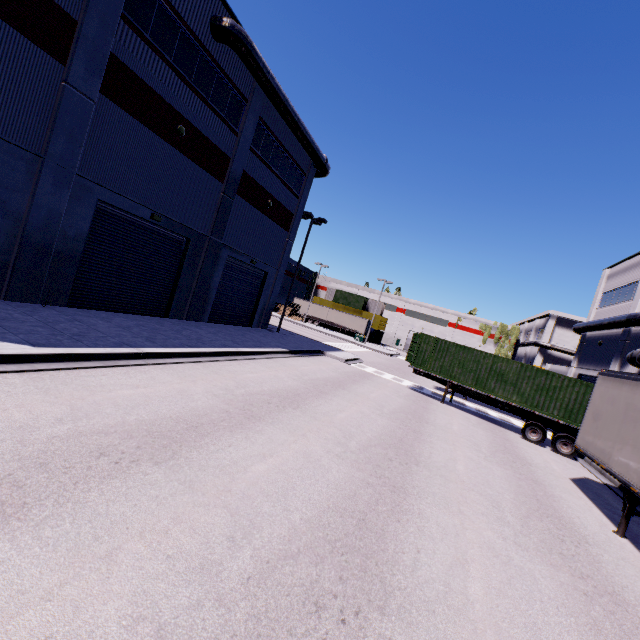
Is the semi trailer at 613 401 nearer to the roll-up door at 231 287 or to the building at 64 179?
the building at 64 179

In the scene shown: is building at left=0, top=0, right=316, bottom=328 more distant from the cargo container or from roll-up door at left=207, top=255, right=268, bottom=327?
the cargo container

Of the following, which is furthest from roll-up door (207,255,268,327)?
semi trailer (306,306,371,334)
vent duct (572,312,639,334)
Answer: vent duct (572,312,639,334)

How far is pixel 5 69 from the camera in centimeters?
927cm

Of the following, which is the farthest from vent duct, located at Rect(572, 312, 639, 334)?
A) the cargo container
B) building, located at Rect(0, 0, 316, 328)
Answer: the cargo container

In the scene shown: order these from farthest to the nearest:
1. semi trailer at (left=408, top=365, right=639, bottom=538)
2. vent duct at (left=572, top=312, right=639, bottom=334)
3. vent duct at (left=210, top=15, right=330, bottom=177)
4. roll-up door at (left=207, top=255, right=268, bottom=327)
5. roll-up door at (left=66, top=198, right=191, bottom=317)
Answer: vent duct at (left=572, top=312, right=639, bottom=334) → roll-up door at (left=207, top=255, right=268, bottom=327) → vent duct at (left=210, top=15, right=330, bottom=177) → roll-up door at (left=66, top=198, right=191, bottom=317) → semi trailer at (left=408, top=365, right=639, bottom=538)

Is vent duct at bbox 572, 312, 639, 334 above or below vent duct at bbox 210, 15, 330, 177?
below

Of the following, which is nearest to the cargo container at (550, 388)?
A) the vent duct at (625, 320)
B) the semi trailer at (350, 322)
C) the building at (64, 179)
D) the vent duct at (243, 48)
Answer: the semi trailer at (350, 322)
